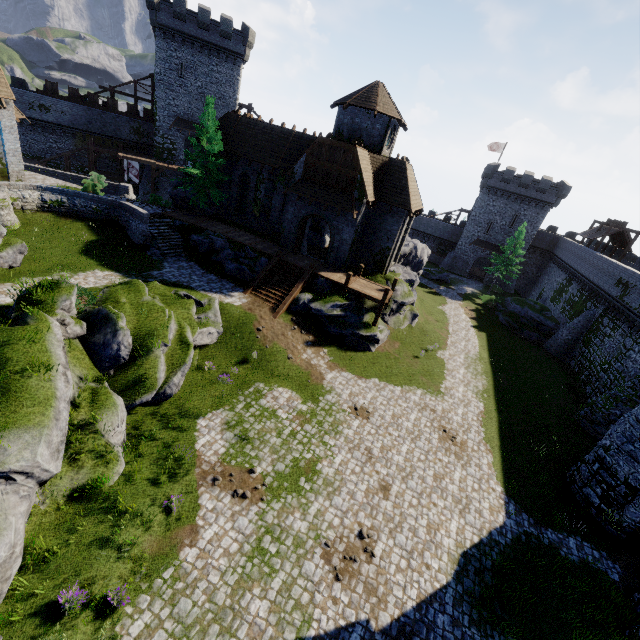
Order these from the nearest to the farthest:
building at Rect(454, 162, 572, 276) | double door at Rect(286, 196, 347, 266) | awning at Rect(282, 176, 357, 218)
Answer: awning at Rect(282, 176, 357, 218) → double door at Rect(286, 196, 347, 266) → building at Rect(454, 162, 572, 276)

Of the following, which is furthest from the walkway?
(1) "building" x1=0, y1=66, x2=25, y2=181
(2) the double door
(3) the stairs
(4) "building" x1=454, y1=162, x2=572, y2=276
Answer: (4) "building" x1=454, y1=162, x2=572, y2=276

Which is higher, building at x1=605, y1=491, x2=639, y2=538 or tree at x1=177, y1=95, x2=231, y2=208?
tree at x1=177, y1=95, x2=231, y2=208

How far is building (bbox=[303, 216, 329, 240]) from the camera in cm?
3017

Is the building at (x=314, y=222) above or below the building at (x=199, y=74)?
below

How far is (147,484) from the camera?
11.6m

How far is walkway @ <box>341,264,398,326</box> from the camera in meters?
23.4 m

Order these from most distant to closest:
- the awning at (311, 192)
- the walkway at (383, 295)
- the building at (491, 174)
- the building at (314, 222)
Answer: the building at (491, 174)
the building at (314, 222)
the awning at (311, 192)
the walkway at (383, 295)
